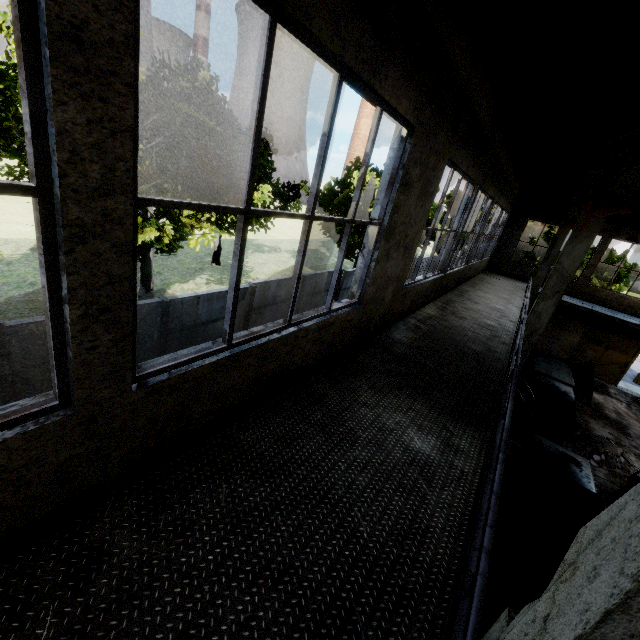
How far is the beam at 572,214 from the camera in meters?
10.8 m

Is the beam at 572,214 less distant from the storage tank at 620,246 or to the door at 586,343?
the door at 586,343

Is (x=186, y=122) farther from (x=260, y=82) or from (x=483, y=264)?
(x=483, y=264)

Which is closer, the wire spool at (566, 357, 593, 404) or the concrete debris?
the concrete debris

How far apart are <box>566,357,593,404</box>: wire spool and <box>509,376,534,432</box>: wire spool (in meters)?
5.01

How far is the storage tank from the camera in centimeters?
5488cm

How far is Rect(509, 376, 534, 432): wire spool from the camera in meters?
10.6

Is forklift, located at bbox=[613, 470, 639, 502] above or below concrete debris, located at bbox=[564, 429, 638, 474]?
above
